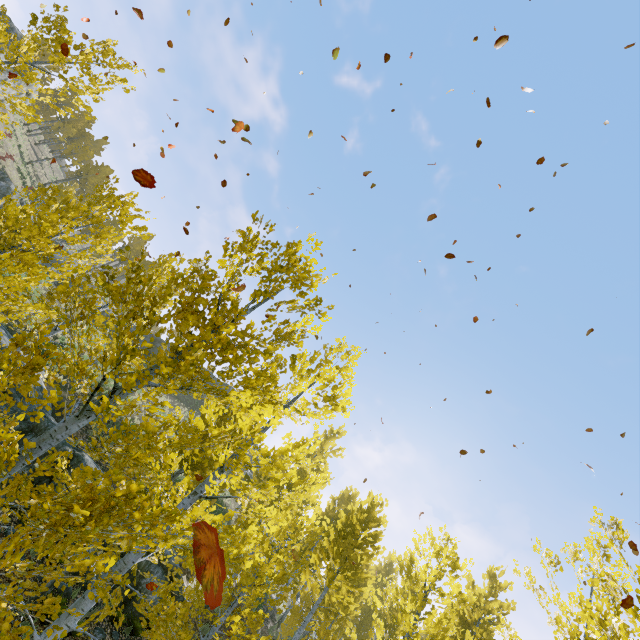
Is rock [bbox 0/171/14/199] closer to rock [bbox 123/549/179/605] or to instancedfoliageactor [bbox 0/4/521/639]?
instancedfoliageactor [bbox 0/4/521/639]

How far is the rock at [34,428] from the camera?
11.0 meters

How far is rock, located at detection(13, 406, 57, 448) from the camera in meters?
11.0 m

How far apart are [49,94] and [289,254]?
72.5m

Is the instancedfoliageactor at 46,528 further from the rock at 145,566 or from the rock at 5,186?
the rock at 5,186

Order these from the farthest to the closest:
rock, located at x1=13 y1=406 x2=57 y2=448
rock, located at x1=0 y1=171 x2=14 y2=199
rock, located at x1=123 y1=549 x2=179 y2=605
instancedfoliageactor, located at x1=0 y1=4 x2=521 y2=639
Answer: rock, located at x1=0 y1=171 x2=14 y2=199, rock, located at x1=123 y1=549 x2=179 y2=605, rock, located at x1=13 y1=406 x2=57 y2=448, instancedfoliageactor, located at x1=0 y1=4 x2=521 y2=639

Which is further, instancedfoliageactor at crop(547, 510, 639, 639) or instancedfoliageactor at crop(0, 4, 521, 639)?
instancedfoliageactor at crop(547, 510, 639, 639)
